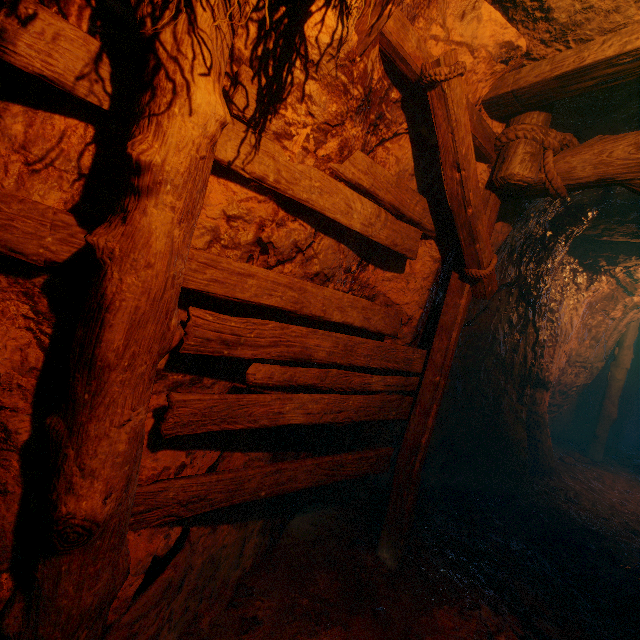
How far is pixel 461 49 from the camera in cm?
229

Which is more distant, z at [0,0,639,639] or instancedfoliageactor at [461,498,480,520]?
instancedfoliageactor at [461,498,480,520]

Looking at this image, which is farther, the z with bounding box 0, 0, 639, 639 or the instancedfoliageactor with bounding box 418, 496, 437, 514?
the instancedfoliageactor with bounding box 418, 496, 437, 514

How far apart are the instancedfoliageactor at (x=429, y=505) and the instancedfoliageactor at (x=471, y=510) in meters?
0.4

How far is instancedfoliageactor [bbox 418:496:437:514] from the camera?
4.1 meters

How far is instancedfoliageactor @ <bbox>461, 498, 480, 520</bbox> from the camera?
4.2 meters

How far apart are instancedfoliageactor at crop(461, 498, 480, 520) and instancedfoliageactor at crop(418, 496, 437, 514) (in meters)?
0.42

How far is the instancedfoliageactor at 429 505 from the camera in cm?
411
